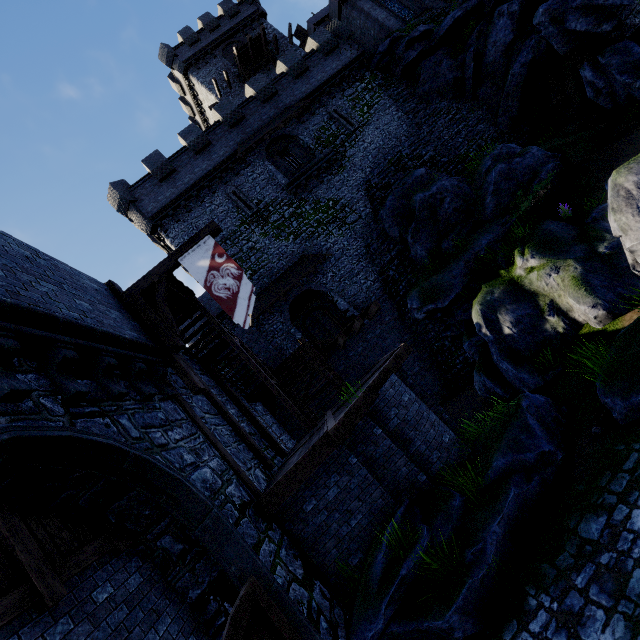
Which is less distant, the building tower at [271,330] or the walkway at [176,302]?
the walkway at [176,302]

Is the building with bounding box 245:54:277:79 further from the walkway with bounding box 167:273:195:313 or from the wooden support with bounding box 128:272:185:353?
the wooden support with bounding box 128:272:185:353

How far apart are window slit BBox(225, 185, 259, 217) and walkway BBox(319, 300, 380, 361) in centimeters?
962cm

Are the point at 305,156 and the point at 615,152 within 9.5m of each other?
no

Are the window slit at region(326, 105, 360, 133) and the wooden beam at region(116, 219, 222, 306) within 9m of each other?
no

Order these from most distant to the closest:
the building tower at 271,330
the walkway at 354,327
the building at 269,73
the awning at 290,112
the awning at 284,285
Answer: the building at 269,73 < the awning at 290,112 < the building tower at 271,330 < the awning at 284,285 < the walkway at 354,327

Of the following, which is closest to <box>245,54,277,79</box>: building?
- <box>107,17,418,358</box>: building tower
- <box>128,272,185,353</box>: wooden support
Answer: <box>107,17,418,358</box>: building tower

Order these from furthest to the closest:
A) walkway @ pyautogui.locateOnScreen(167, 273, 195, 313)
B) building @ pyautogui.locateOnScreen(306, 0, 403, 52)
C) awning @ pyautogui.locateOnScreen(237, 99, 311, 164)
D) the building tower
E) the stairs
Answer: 1. building @ pyautogui.locateOnScreen(306, 0, 403, 52)
2. awning @ pyautogui.locateOnScreen(237, 99, 311, 164)
3. the building tower
4. the stairs
5. walkway @ pyautogui.locateOnScreen(167, 273, 195, 313)
